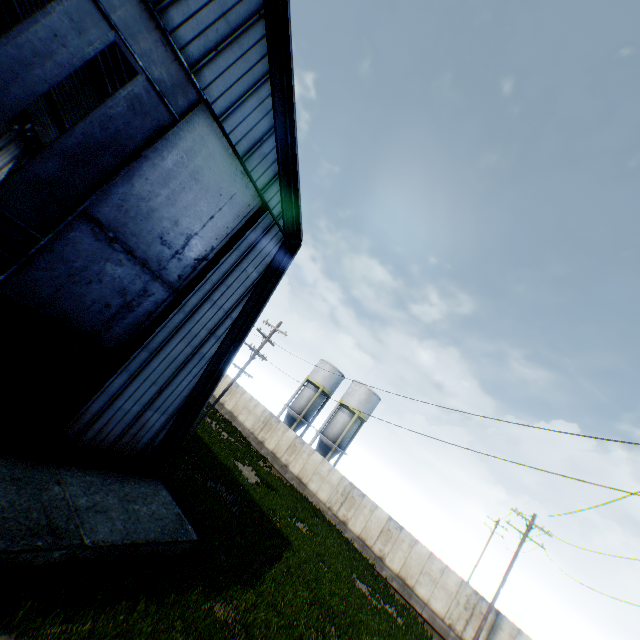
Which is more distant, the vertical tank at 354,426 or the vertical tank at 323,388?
the vertical tank at 323,388

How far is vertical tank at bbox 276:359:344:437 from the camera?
40.22m

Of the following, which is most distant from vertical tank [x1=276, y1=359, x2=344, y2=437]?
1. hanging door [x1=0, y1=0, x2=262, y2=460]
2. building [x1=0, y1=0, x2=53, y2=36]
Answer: hanging door [x1=0, y1=0, x2=262, y2=460]

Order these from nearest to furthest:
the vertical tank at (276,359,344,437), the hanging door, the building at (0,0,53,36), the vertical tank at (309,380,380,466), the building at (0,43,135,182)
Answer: the hanging door < the building at (0,43,135,182) < the building at (0,0,53,36) < the vertical tank at (309,380,380,466) < the vertical tank at (276,359,344,437)

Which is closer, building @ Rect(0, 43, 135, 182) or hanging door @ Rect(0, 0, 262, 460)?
hanging door @ Rect(0, 0, 262, 460)

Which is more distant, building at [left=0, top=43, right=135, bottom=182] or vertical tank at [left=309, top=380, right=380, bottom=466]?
vertical tank at [left=309, top=380, right=380, bottom=466]

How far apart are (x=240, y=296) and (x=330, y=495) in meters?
23.1 m

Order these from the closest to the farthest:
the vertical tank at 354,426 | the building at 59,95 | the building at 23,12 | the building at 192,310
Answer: the building at 192,310 → the building at 59,95 → the building at 23,12 → the vertical tank at 354,426
